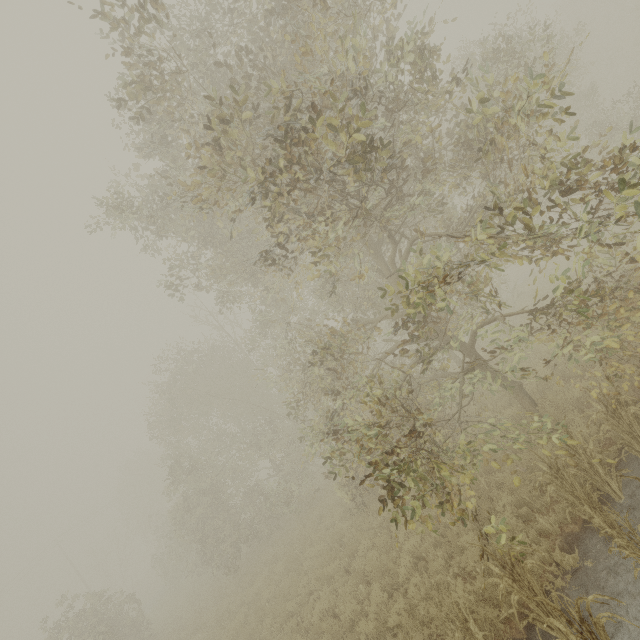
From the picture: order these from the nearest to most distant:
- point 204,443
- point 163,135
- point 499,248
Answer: point 499,248 → point 163,135 → point 204,443

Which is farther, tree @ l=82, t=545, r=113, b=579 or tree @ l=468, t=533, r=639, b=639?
tree @ l=82, t=545, r=113, b=579

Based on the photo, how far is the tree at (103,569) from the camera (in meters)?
38.28

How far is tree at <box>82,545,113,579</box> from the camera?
38.3 meters

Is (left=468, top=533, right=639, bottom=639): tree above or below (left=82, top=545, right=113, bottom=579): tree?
below

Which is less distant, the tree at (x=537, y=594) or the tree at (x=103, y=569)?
the tree at (x=537, y=594)
